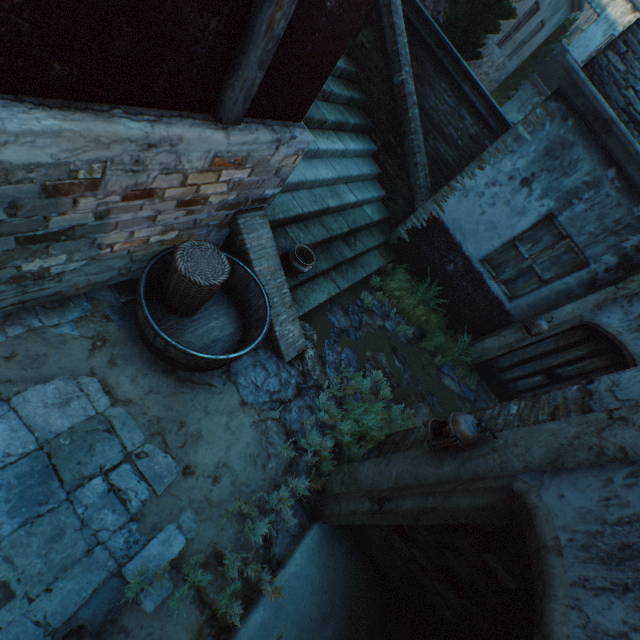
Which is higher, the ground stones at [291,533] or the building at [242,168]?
the building at [242,168]

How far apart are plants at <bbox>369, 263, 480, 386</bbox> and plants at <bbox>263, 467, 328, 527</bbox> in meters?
3.6

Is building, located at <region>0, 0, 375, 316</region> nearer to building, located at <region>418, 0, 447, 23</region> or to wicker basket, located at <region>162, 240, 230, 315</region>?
wicker basket, located at <region>162, 240, 230, 315</region>

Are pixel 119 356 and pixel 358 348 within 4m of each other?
yes

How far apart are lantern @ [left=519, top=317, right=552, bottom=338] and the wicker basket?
5.1 meters

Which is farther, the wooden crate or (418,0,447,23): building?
(418,0,447,23): building

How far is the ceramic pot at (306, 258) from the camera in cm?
425

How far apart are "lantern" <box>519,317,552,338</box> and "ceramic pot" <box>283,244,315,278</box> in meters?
4.0 m
